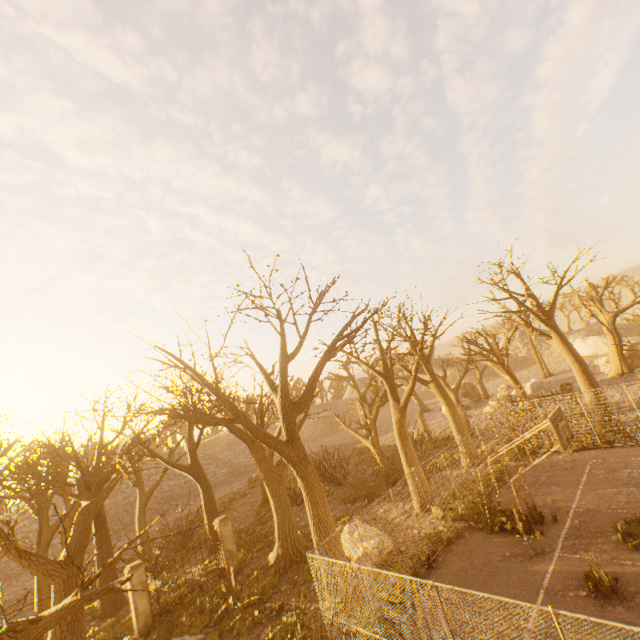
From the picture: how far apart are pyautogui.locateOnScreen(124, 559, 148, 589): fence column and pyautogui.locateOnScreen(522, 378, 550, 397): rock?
30.88m

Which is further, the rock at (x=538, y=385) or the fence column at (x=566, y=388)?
the rock at (x=538, y=385)

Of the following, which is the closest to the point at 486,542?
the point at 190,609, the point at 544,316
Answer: the point at 190,609

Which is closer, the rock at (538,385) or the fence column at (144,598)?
the fence column at (144,598)

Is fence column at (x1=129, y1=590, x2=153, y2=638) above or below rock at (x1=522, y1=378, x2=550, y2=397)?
below

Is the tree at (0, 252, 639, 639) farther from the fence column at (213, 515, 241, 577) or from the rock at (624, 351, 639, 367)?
the rock at (624, 351, 639, 367)

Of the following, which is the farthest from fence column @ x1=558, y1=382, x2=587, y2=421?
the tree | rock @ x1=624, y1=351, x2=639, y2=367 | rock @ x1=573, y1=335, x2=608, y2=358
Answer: rock @ x1=573, y1=335, x2=608, y2=358

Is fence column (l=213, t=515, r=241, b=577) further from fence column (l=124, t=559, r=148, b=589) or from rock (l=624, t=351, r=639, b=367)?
rock (l=624, t=351, r=639, b=367)
